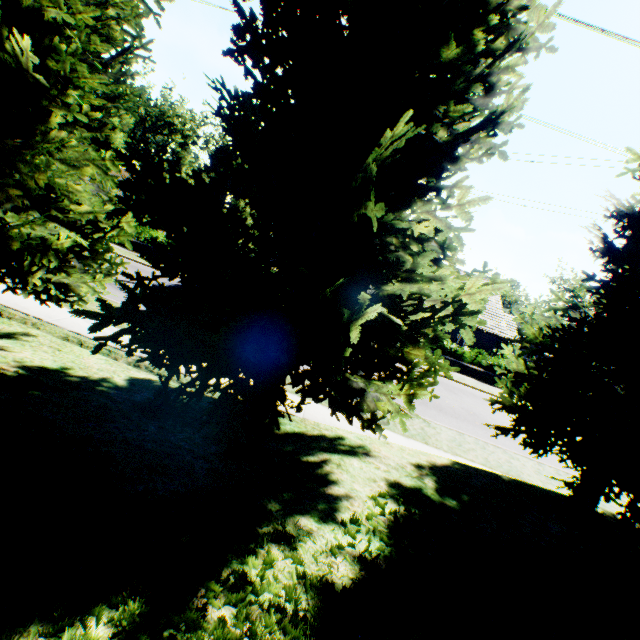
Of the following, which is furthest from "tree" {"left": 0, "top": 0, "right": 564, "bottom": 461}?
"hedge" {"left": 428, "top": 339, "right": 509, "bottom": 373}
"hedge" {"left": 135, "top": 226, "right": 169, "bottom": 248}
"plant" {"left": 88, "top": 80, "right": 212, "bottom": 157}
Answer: "hedge" {"left": 428, "top": 339, "right": 509, "bottom": 373}

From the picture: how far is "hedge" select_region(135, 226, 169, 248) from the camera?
23.00m

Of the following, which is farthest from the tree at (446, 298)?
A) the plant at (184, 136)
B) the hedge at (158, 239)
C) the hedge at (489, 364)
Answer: the hedge at (489, 364)

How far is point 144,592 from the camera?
1.9m

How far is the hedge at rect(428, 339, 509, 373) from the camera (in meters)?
22.58

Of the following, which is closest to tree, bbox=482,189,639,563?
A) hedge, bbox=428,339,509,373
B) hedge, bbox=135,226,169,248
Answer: hedge, bbox=135,226,169,248

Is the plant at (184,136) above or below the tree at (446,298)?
above
